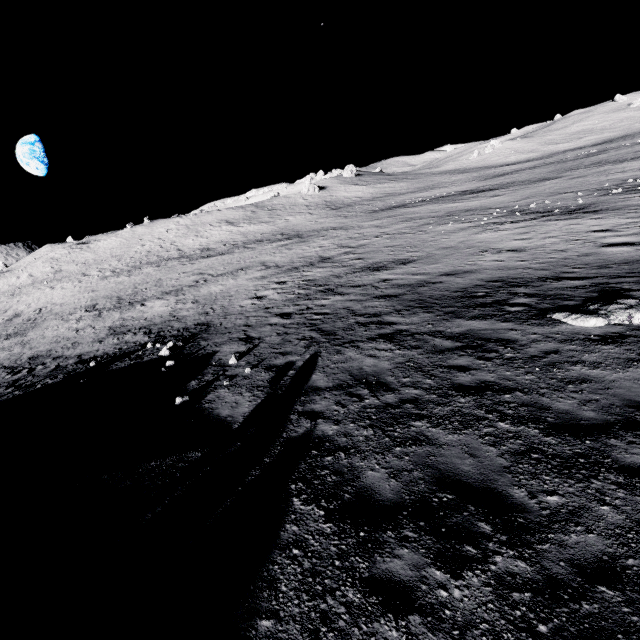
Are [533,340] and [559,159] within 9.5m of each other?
no
